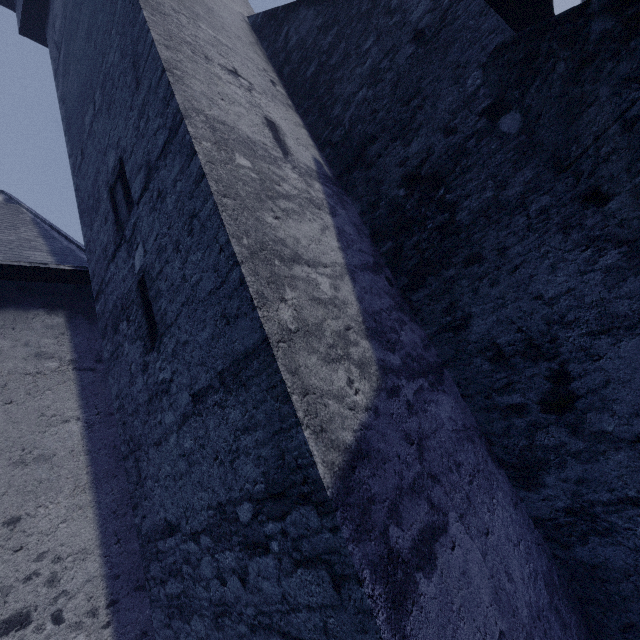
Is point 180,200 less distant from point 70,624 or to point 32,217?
point 70,624
